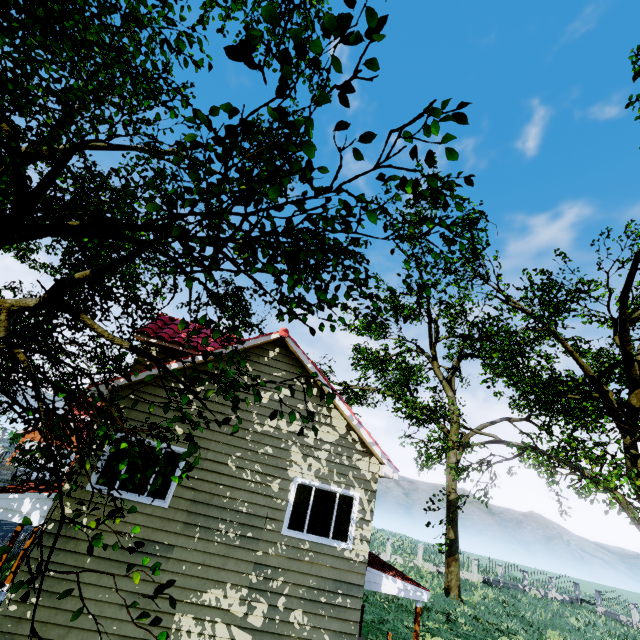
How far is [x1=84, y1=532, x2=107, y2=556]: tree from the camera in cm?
310

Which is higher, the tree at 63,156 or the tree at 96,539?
the tree at 63,156

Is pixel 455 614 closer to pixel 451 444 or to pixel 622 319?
pixel 451 444

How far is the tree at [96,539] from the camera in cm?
310

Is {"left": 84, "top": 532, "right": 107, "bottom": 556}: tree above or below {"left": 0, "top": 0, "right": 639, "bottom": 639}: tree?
below

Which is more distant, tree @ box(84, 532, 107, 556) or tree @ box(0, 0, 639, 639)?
tree @ box(84, 532, 107, 556)
